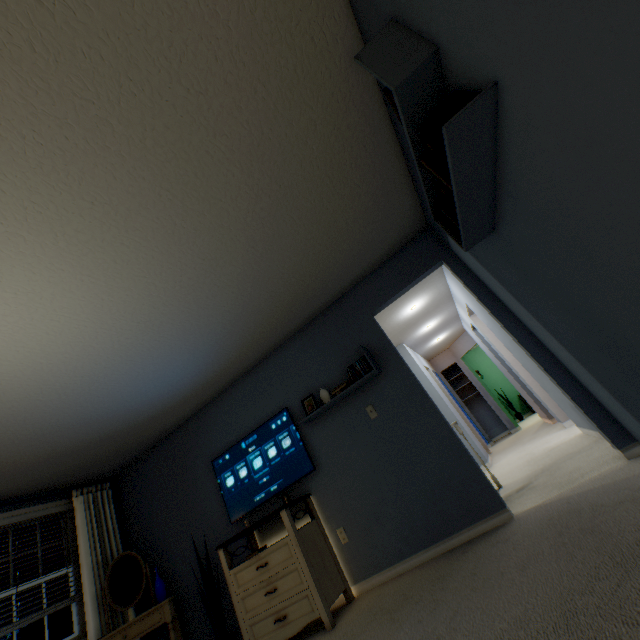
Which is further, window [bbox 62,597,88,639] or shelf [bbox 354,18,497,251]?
window [bbox 62,597,88,639]

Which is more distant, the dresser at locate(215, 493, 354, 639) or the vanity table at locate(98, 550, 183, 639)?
the vanity table at locate(98, 550, 183, 639)

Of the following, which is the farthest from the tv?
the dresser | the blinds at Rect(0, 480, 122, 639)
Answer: the blinds at Rect(0, 480, 122, 639)

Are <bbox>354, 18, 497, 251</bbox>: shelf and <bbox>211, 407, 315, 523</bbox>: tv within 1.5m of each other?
no

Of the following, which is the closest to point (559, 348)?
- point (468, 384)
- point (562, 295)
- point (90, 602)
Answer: point (562, 295)

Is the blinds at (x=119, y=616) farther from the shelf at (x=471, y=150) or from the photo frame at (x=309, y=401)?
the shelf at (x=471, y=150)

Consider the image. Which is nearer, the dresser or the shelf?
the shelf

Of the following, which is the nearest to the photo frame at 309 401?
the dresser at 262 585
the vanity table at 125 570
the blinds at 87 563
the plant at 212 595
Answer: the dresser at 262 585
